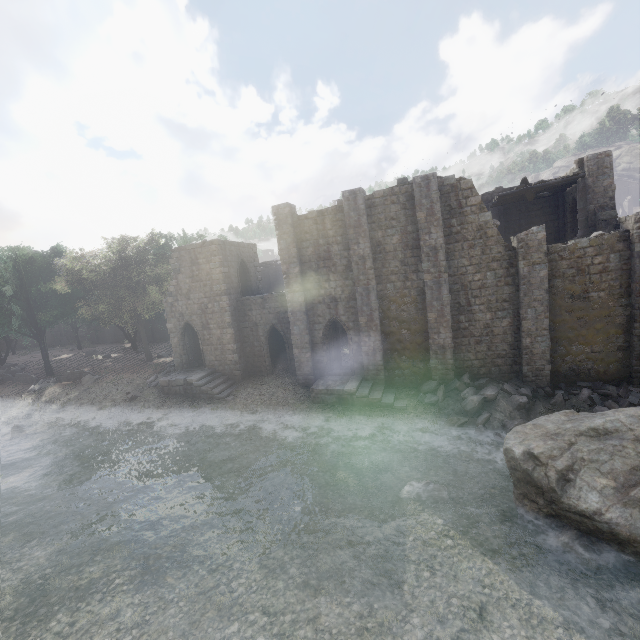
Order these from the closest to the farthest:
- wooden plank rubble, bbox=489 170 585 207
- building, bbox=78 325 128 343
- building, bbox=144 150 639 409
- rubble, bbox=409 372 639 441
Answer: rubble, bbox=409 372 639 441
building, bbox=144 150 639 409
wooden plank rubble, bbox=489 170 585 207
building, bbox=78 325 128 343

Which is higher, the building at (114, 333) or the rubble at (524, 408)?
the building at (114, 333)

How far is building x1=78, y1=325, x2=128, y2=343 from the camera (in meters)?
45.22

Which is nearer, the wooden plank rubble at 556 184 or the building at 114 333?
the wooden plank rubble at 556 184

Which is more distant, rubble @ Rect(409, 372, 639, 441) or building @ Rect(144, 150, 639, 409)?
building @ Rect(144, 150, 639, 409)

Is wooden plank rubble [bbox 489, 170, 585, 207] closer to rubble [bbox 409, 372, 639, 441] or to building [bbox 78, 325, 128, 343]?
building [bbox 78, 325, 128, 343]

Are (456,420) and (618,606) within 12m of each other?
yes

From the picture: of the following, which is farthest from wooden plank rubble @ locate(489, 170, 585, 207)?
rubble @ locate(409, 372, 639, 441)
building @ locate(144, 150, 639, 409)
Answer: rubble @ locate(409, 372, 639, 441)
